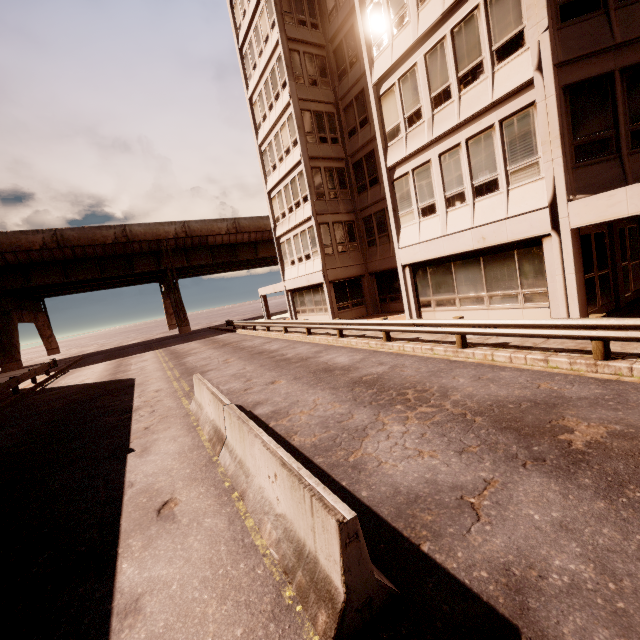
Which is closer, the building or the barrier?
the barrier

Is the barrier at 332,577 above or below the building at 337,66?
below

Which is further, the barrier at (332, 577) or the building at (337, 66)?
the building at (337, 66)

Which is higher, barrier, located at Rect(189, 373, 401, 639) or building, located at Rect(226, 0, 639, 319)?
building, located at Rect(226, 0, 639, 319)

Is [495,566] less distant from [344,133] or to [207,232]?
[344,133]
